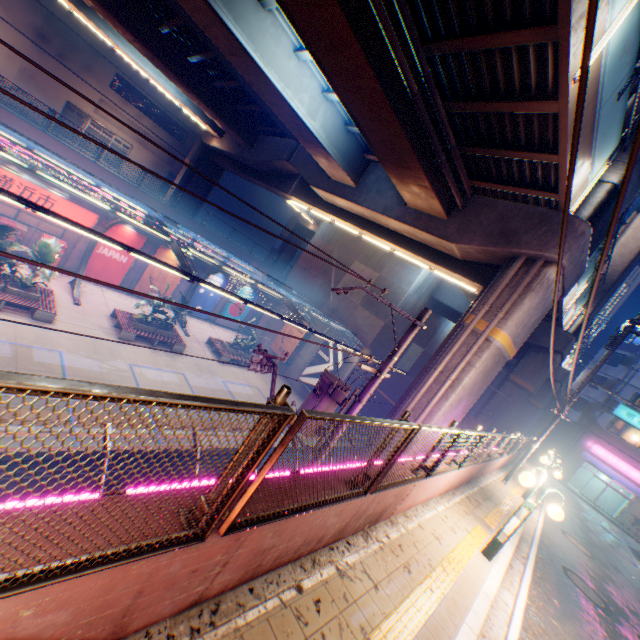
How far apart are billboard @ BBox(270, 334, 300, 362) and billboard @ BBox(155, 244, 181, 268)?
9.3m

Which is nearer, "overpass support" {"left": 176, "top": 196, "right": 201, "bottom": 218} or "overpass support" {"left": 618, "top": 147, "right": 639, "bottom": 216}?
"overpass support" {"left": 618, "top": 147, "right": 639, "bottom": 216}

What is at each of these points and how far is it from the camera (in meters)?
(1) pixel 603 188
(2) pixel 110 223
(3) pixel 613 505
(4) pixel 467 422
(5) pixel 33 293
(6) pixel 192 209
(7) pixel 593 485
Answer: (1) overpass support, 10.31
(2) canopy, 18.77
(3) building, 32.56
(4) electric pole, 21.25
(5) flower bed, 15.02
(6) overpass support, 32.16
(7) building, 33.81

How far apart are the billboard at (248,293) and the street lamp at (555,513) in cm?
2541

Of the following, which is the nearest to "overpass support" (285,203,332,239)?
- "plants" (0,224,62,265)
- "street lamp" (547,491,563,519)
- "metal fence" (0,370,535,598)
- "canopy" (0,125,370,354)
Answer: "metal fence" (0,370,535,598)

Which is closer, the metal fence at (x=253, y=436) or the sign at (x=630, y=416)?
the metal fence at (x=253, y=436)

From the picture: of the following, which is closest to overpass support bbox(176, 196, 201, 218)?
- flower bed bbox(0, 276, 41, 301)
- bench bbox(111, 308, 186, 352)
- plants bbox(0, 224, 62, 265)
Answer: plants bbox(0, 224, 62, 265)

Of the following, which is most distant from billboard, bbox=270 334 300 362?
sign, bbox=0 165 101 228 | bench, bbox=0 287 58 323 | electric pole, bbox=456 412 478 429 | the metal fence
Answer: bench, bbox=0 287 58 323
